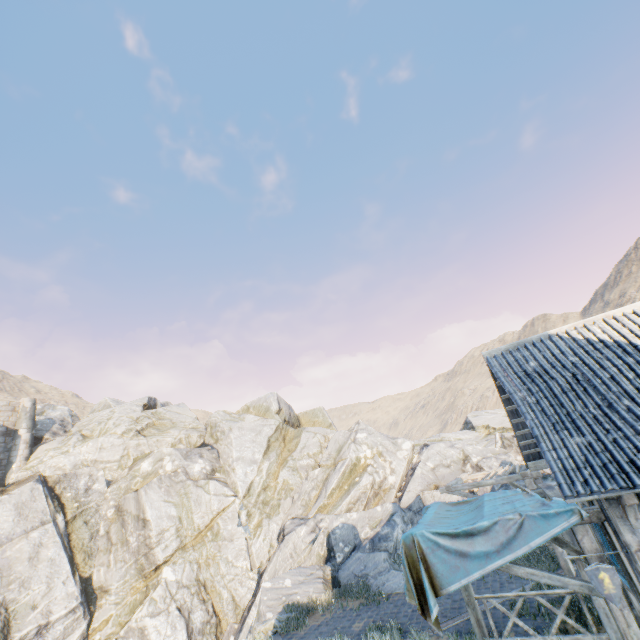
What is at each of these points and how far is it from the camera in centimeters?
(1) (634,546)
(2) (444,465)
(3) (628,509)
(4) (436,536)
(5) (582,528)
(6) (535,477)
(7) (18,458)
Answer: (1) building, 492cm
(2) rock, 2022cm
(3) wooden structure, 493cm
(4) fabric, 638cm
(5) awning, 562cm
(6) awning, 1118cm
(7) chimney, 2294cm

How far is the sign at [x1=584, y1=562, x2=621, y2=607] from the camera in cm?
496

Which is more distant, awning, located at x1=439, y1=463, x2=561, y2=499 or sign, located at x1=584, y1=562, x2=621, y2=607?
awning, located at x1=439, y1=463, x2=561, y2=499

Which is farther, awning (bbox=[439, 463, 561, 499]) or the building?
awning (bbox=[439, 463, 561, 499])

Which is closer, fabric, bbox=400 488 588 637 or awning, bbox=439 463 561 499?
fabric, bbox=400 488 588 637

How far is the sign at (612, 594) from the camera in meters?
5.0

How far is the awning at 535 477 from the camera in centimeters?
803cm

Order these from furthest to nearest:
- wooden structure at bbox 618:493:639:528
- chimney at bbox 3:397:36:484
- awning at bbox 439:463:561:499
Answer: chimney at bbox 3:397:36:484 < awning at bbox 439:463:561:499 < wooden structure at bbox 618:493:639:528
